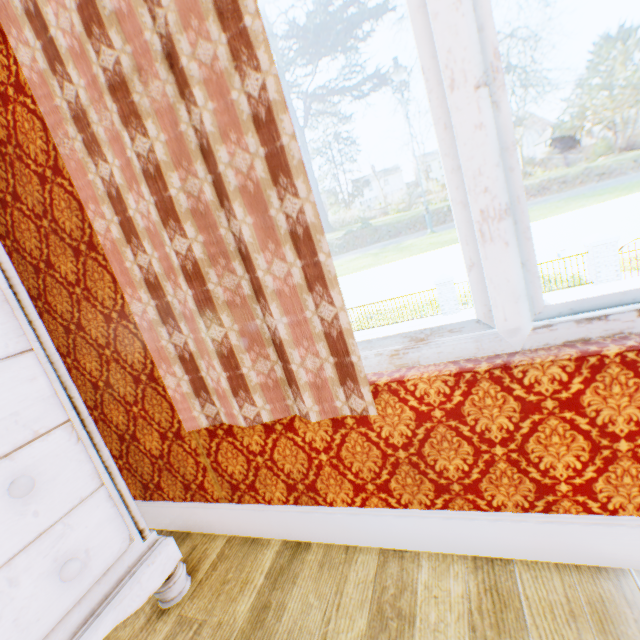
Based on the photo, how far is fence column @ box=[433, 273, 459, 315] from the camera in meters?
14.0 m

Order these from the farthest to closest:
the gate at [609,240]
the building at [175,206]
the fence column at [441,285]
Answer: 1. the fence column at [441,285]
2. the gate at [609,240]
3. the building at [175,206]

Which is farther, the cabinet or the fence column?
the fence column

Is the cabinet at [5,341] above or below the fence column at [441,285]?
above

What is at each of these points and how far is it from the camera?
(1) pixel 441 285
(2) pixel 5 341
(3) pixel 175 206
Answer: (1) fence column, 14.11m
(2) cabinet, 0.89m
(3) building, 0.87m

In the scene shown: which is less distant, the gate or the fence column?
the gate

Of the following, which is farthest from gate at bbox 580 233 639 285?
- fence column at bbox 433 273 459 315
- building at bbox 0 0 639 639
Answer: building at bbox 0 0 639 639

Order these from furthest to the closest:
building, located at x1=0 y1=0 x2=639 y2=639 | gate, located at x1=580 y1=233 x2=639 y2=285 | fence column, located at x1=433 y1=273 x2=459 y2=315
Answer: fence column, located at x1=433 y1=273 x2=459 y2=315 < gate, located at x1=580 y1=233 x2=639 y2=285 < building, located at x1=0 y1=0 x2=639 y2=639
